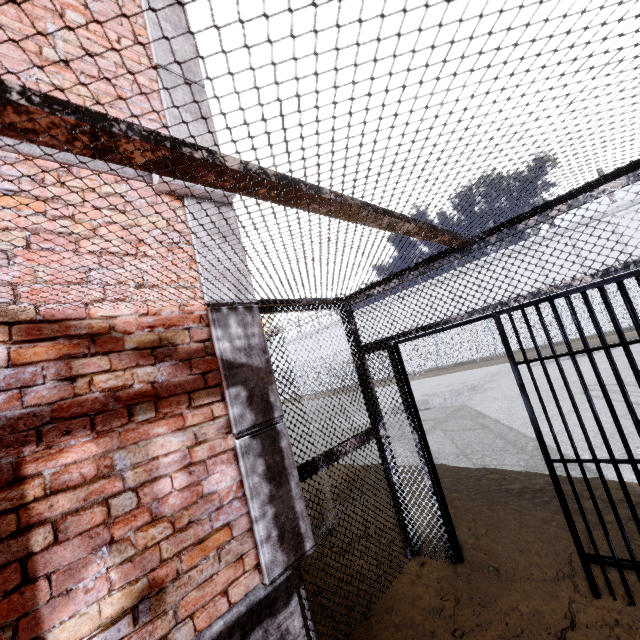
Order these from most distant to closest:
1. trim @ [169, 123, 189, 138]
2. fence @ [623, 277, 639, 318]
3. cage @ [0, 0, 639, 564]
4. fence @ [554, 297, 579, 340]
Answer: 1. fence @ [554, 297, 579, 340]
2. fence @ [623, 277, 639, 318]
3. trim @ [169, 123, 189, 138]
4. cage @ [0, 0, 639, 564]

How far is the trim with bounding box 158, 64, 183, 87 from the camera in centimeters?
280cm

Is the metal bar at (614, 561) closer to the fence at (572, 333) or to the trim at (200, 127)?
the trim at (200, 127)

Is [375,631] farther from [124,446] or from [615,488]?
[615,488]

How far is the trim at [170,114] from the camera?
2.7 meters

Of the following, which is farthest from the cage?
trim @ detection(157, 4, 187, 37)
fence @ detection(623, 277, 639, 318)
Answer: fence @ detection(623, 277, 639, 318)

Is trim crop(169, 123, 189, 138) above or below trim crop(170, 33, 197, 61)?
below
